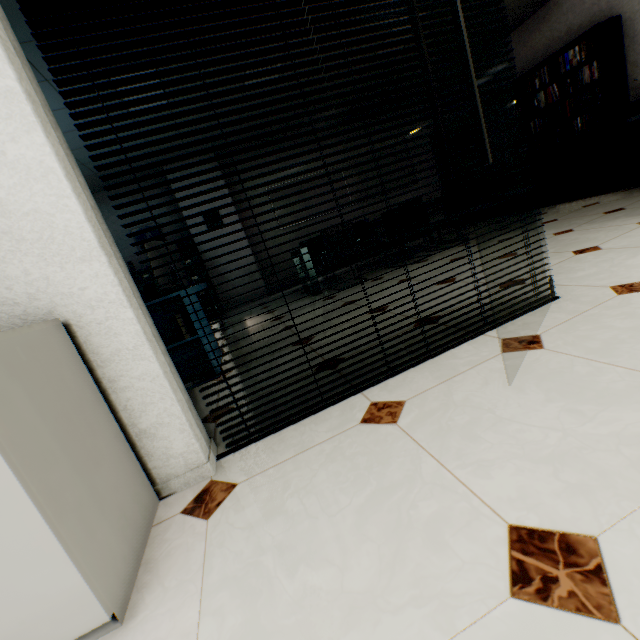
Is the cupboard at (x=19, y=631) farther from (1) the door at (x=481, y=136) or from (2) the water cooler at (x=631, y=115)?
(2) the water cooler at (x=631, y=115)

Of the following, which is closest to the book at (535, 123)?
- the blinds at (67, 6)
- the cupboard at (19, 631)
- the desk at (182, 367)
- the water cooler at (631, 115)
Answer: the water cooler at (631, 115)

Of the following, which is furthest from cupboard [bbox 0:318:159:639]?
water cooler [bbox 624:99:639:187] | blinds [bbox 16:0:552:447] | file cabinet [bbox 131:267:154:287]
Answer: water cooler [bbox 624:99:639:187]

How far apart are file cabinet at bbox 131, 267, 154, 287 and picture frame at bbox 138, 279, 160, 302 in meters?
3.3

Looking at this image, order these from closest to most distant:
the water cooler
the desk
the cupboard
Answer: the cupboard
the desk
the water cooler

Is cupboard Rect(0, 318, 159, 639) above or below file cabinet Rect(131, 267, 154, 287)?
below

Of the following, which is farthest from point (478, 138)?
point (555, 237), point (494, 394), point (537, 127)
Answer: point (537, 127)

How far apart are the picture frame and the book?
6.22m
